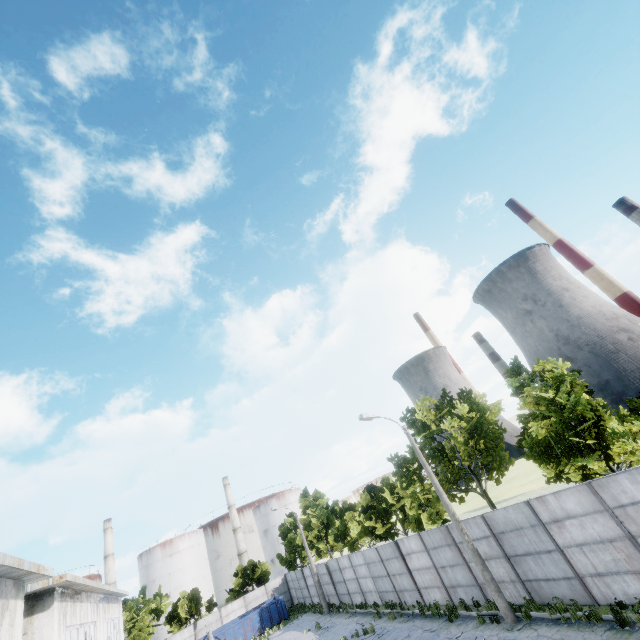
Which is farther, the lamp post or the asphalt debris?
the lamp post

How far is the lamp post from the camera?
13.83m

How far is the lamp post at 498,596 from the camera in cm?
1383

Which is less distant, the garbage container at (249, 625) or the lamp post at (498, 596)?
the lamp post at (498, 596)

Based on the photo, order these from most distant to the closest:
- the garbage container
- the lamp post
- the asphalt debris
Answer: the garbage container < the lamp post < the asphalt debris

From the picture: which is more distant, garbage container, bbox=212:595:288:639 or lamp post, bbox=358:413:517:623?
garbage container, bbox=212:595:288:639

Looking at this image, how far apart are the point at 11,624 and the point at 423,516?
25.5m

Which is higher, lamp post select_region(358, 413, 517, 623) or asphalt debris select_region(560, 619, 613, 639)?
lamp post select_region(358, 413, 517, 623)
